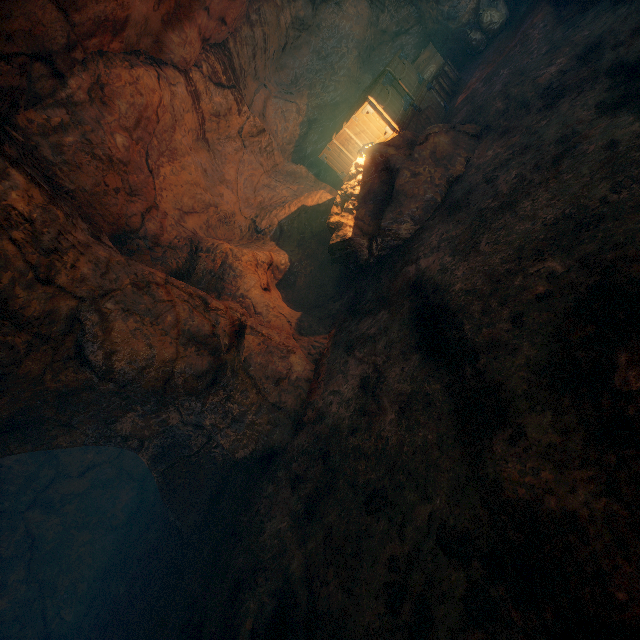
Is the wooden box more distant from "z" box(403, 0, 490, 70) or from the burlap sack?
"z" box(403, 0, 490, 70)

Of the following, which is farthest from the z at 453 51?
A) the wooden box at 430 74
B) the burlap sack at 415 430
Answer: the wooden box at 430 74

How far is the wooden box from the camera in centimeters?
677cm

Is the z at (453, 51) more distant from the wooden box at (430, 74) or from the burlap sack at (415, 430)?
the wooden box at (430, 74)

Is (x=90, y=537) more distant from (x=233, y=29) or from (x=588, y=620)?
(x=233, y=29)

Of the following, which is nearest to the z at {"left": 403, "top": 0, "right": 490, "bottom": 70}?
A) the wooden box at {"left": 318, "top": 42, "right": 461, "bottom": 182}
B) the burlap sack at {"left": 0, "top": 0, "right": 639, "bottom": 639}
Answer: the burlap sack at {"left": 0, "top": 0, "right": 639, "bottom": 639}
